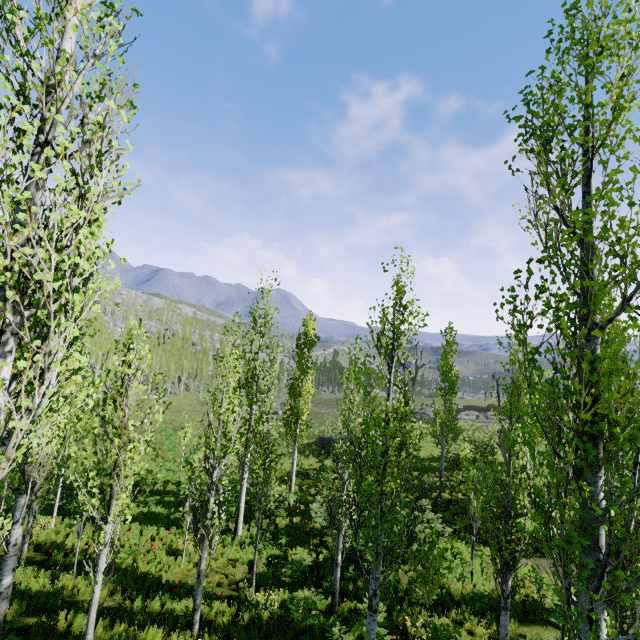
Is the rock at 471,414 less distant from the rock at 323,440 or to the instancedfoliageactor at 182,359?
the instancedfoliageactor at 182,359

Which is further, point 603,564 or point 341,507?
point 341,507

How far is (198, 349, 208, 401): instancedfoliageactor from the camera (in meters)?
57.19

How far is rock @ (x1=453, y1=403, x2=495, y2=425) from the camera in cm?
3947

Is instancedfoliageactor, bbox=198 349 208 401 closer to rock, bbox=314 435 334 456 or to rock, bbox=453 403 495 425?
rock, bbox=453 403 495 425

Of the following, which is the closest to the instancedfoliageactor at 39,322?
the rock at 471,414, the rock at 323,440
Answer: the rock at 471,414
